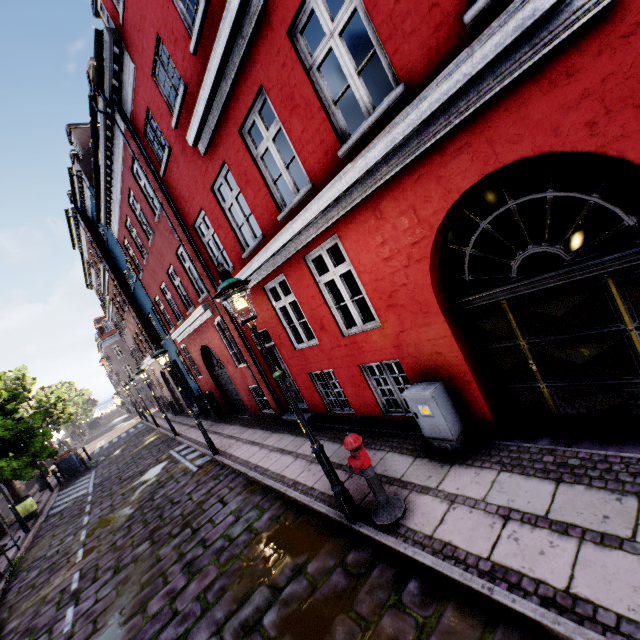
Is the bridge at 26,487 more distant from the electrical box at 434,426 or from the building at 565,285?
the electrical box at 434,426

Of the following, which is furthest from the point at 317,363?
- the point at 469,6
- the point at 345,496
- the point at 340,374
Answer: the point at 469,6

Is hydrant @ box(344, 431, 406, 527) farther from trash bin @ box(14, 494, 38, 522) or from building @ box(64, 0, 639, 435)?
trash bin @ box(14, 494, 38, 522)

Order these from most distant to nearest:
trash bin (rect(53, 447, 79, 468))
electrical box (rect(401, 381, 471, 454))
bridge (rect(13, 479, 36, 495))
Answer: bridge (rect(13, 479, 36, 495))
trash bin (rect(53, 447, 79, 468))
electrical box (rect(401, 381, 471, 454))

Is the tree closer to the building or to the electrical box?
the building

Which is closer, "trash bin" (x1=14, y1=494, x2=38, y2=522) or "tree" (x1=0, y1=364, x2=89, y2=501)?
"trash bin" (x1=14, y1=494, x2=38, y2=522)

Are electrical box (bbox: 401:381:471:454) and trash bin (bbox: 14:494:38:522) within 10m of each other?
no

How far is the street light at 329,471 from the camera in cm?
409
